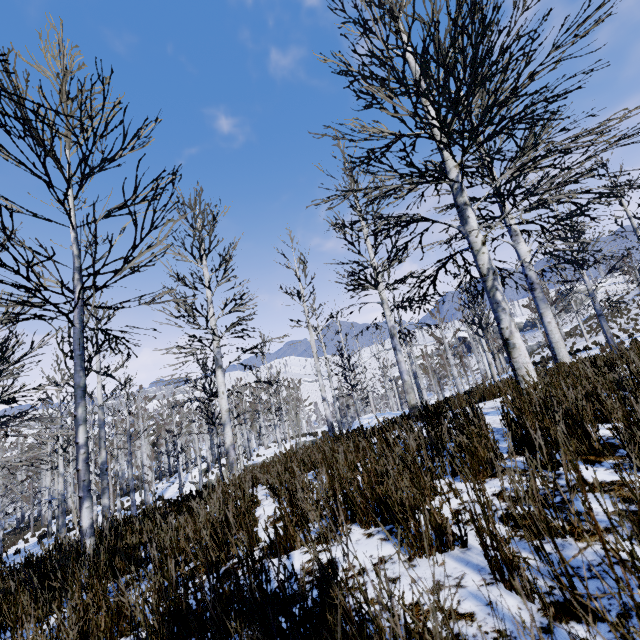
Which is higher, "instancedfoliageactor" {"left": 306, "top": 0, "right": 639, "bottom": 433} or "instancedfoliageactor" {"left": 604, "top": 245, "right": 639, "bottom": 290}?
"instancedfoliageactor" {"left": 604, "top": 245, "right": 639, "bottom": 290}

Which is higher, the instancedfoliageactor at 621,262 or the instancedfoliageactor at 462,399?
the instancedfoliageactor at 621,262

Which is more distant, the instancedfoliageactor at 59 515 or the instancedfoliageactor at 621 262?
the instancedfoliageactor at 621 262

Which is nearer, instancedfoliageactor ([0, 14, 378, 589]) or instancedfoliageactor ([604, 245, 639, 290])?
instancedfoliageactor ([0, 14, 378, 589])

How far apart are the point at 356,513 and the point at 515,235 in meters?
9.5 m
